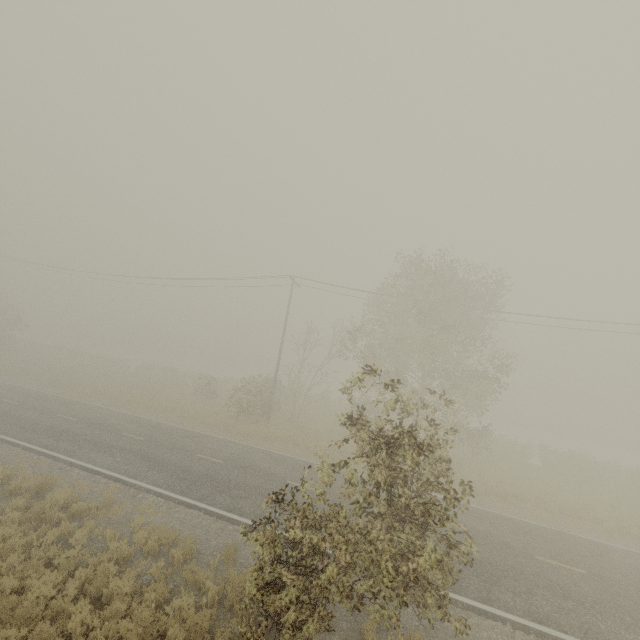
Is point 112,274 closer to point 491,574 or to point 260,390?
point 260,390
